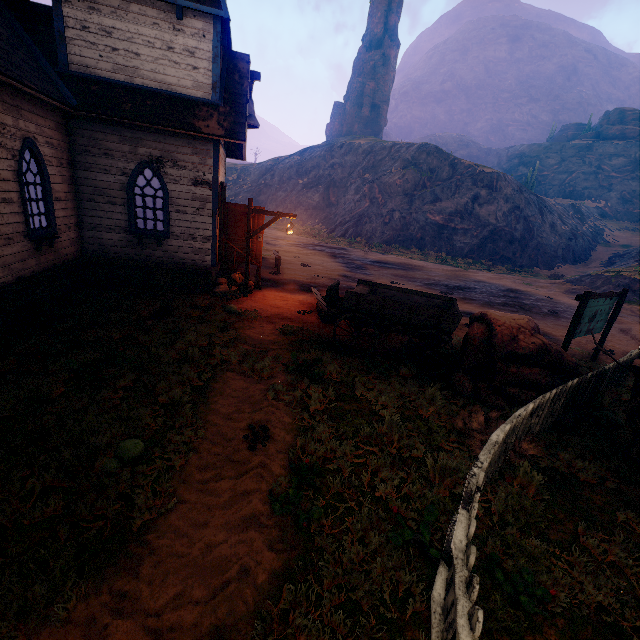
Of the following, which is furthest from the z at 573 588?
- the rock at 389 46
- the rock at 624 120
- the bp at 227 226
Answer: the rock at 389 46

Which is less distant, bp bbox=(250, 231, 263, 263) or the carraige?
the carraige

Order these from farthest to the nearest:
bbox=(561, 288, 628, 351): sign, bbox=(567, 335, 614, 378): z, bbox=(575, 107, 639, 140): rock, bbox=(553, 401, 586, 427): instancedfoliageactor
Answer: bbox=(575, 107, 639, 140): rock < bbox=(567, 335, 614, 378): z < bbox=(561, 288, 628, 351): sign < bbox=(553, 401, 586, 427): instancedfoliageactor

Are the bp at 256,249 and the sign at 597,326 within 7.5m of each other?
no

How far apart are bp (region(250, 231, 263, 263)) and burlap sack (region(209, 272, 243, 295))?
0.5m

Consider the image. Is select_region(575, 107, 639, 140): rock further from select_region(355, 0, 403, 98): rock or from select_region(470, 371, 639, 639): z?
select_region(355, 0, 403, 98): rock

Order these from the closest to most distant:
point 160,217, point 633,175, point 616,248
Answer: point 160,217, point 616,248, point 633,175

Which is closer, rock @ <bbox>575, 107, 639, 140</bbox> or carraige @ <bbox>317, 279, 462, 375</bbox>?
carraige @ <bbox>317, 279, 462, 375</bbox>
